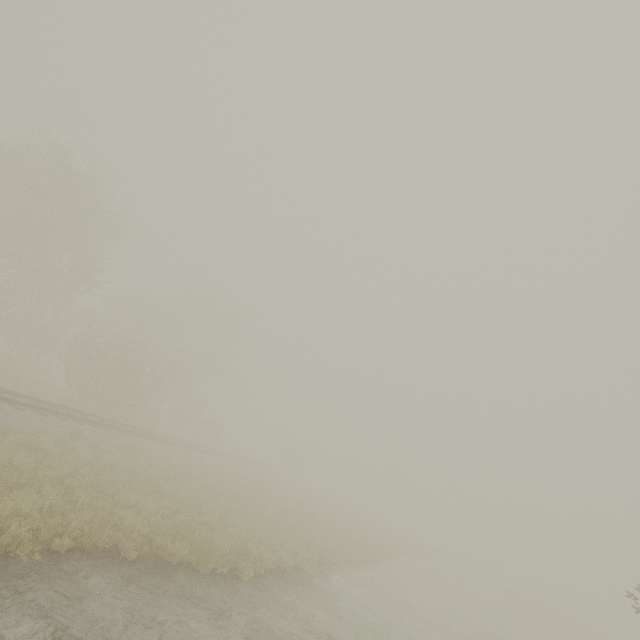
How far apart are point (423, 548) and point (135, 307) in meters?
48.5 m

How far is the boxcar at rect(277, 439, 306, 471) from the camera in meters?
55.5

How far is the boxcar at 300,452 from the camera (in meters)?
55.53

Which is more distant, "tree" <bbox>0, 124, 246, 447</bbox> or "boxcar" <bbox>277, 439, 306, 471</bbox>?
"boxcar" <bbox>277, 439, 306, 471</bbox>

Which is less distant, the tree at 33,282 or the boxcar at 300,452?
the tree at 33,282
